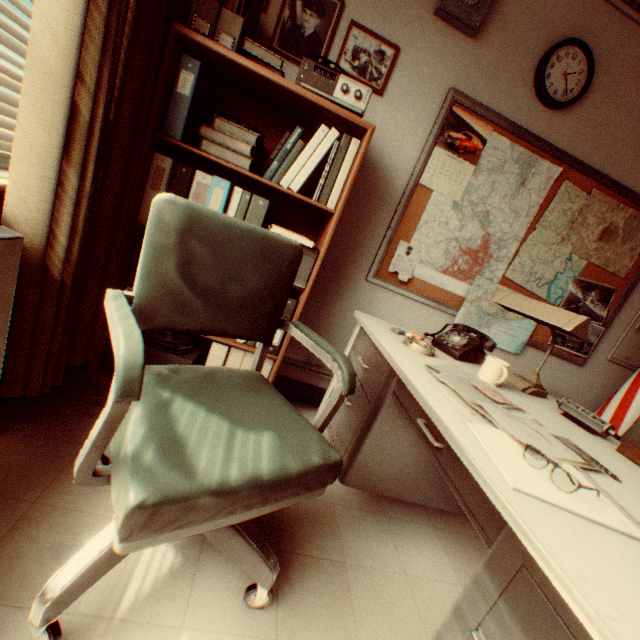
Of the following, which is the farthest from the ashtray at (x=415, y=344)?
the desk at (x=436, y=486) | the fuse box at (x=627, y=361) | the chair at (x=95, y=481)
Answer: the fuse box at (x=627, y=361)

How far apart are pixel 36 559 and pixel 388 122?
2.88m

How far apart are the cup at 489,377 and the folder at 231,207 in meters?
1.4 m

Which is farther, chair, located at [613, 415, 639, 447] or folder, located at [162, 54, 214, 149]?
chair, located at [613, 415, 639, 447]

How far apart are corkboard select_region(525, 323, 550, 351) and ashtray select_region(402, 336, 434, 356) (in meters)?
0.92

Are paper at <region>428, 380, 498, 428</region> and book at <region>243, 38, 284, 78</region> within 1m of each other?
no

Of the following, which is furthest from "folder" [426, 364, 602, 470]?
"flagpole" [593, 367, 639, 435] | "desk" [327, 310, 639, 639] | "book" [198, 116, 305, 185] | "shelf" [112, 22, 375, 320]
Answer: "flagpole" [593, 367, 639, 435]

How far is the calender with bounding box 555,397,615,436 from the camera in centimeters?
141cm
